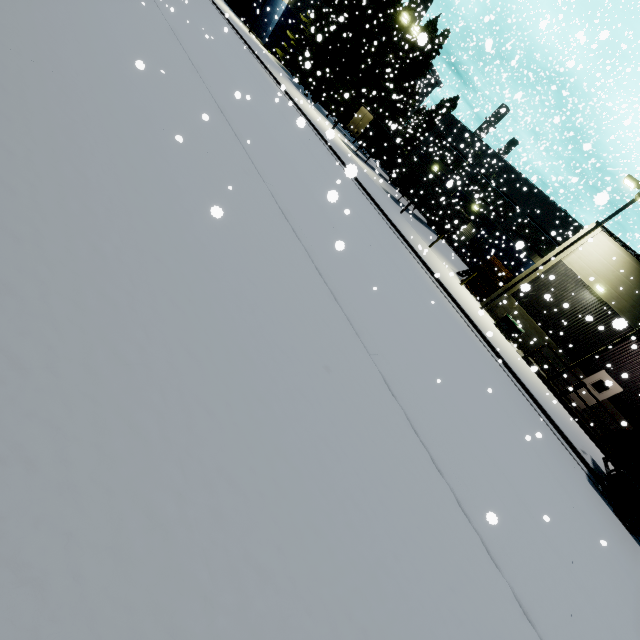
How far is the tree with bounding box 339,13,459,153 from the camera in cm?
3394

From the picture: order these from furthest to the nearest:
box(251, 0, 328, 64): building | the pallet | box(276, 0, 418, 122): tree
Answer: box(251, 0, 328, 64): building
box(276, 0, 418, 122): tree
the pallet

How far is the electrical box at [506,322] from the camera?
19.86m

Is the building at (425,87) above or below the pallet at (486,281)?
above

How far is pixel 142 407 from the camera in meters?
2.5 m

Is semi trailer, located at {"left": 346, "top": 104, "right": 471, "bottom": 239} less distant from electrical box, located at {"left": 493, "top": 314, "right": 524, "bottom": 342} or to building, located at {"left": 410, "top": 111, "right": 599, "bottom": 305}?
building, located at {"left": 410, "top": 111, "right": 599, "bottom": 305}

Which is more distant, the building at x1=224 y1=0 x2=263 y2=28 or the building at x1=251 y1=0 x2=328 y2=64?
the building at x1=224 y1=0 x2=263 y2=28

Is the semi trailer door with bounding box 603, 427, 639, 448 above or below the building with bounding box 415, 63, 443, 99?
below
